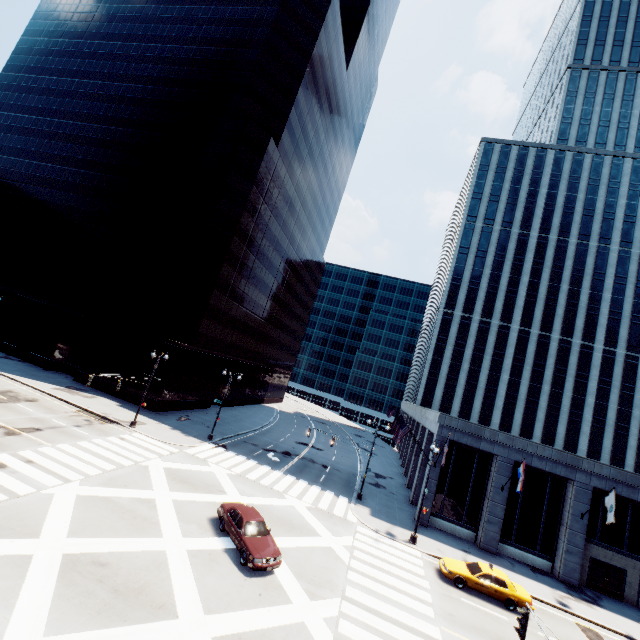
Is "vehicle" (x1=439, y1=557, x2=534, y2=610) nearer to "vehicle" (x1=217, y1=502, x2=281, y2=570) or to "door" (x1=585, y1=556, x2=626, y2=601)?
"door" (x1=585, y1=556, x2=626, y2=601)

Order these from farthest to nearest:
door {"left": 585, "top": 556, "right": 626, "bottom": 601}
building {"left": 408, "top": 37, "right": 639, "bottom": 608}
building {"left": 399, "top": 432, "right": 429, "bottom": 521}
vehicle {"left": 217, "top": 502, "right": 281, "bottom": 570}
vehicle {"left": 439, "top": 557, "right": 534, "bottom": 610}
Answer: building {"left": 399, "top": 432, "right": 429, "bottom": 521} → building {"left": 408, "top": 37, "right": 639, "bottom": 608} → door {"left": 585, "top": 556, "right": 626, "bottom": 601} → vehicle {"left": 439, "top": 557, "right": 534, "bottom": 610} → vehicle {"left": 217, "top": 502, "right": 281, "bottom": 570}

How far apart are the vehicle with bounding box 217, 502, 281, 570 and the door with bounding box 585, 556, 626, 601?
26.7m

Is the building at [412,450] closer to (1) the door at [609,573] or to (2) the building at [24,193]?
(1) the door at [609,573]

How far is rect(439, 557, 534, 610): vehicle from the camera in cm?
1931

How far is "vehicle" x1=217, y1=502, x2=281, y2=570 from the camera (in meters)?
15.55

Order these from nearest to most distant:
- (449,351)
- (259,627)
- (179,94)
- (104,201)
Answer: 1. (259,627)
2. (104,201)
3. (179,94)
4. (449,351)

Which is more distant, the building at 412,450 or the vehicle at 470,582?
the building at 412,450
